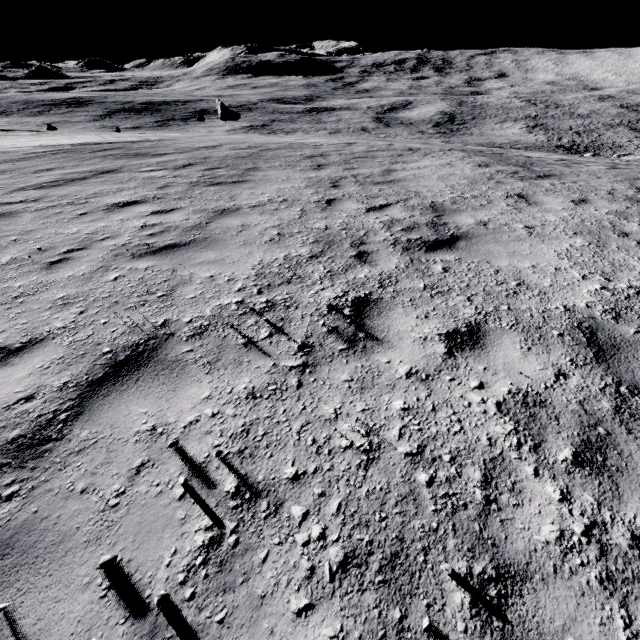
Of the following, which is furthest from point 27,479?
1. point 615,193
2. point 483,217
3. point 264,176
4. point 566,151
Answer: point 566,151

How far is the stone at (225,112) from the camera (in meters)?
35.94

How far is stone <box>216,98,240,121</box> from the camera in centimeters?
3594cm
